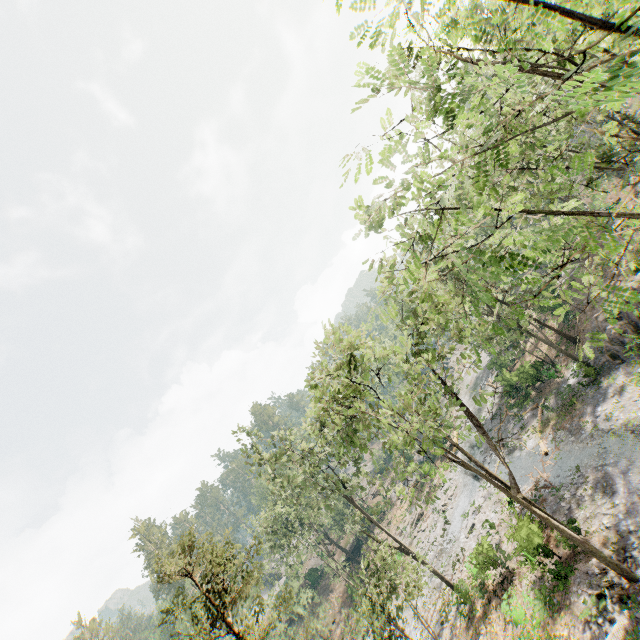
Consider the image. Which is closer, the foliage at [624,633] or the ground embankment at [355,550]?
the foliage at [624,633]

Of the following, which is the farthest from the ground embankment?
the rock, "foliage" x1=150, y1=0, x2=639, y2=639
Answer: the rock

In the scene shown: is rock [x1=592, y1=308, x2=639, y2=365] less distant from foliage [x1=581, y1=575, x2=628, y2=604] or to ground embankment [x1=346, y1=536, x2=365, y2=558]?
foliage [x1=581, y1=575, x2=628, y2=604]

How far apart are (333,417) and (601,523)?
16.19m

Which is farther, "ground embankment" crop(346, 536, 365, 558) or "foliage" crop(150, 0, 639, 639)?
"ground embankment" crop(346, 536, 365, 558)
